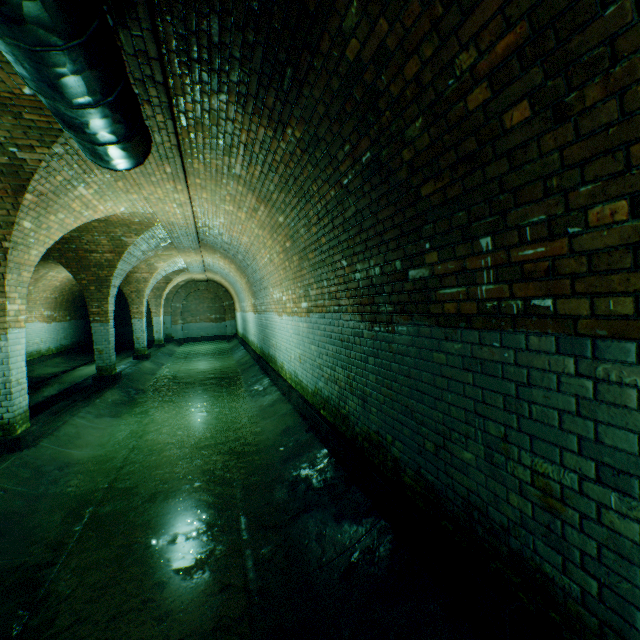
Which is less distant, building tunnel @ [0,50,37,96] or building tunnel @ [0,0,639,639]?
building tunnel @ [0,0,639,639]

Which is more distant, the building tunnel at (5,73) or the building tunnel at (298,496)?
the building tunnel at (5,73)

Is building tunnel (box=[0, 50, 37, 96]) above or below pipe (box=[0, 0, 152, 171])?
above

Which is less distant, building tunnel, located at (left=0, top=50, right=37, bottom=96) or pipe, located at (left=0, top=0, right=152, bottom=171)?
pipe, located at (left=0, top=0, right=152, bottom=171)

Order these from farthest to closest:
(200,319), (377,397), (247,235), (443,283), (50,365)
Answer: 1. (200,319)
2. (50,365)
3. (247,235)
4. (377,397)
5. (443,283)

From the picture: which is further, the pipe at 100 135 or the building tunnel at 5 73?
the building tunnel at 5 73

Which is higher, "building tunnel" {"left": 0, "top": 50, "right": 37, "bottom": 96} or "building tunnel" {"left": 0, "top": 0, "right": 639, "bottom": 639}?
"building tunnel" {"left": 0, "top": 50, "right": 37, "bottom": 96}
